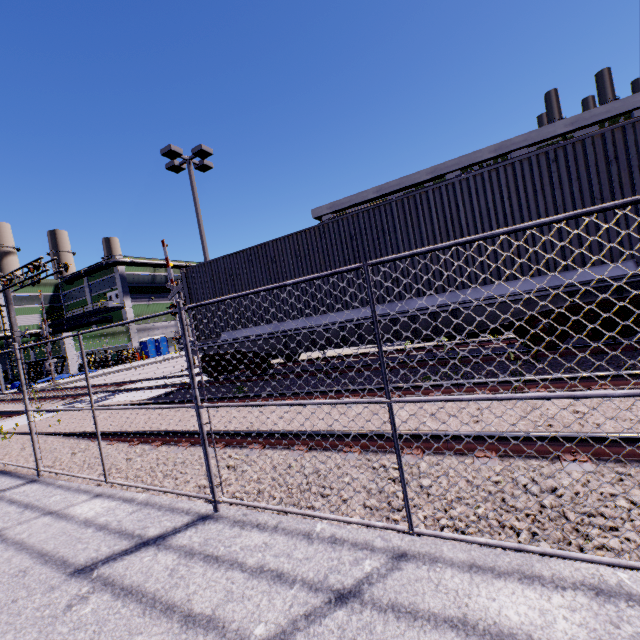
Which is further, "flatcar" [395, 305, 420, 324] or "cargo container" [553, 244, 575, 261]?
"flatcar" [395, 305, 420, 324]

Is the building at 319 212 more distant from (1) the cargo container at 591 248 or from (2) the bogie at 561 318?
(2) the bogie at 561 318

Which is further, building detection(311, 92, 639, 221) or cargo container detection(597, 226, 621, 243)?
building detection(311, 92, 639, 221)

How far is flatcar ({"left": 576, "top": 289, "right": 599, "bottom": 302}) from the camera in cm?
595

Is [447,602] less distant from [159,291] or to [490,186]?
[490,186]

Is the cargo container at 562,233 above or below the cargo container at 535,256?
above

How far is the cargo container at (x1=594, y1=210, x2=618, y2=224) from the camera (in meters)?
5.80
